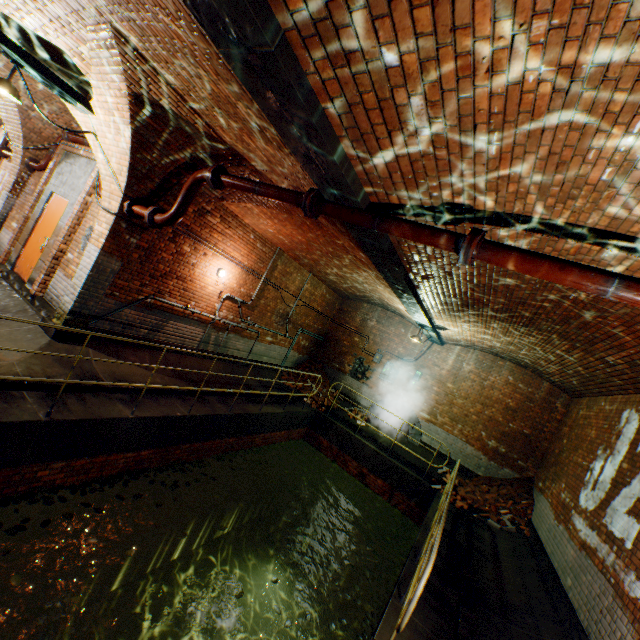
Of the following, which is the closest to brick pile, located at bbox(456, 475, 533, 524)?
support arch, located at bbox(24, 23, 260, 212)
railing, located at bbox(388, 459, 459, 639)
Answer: railing, located at bbox(388, 459, 459, 639)

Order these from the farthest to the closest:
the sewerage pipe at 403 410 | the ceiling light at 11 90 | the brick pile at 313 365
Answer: the brick pile at 313 365 → the sewerage pipe at 403 410 → the ceiling light at 11 90

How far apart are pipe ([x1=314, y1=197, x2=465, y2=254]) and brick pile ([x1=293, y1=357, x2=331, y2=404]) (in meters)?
9.52

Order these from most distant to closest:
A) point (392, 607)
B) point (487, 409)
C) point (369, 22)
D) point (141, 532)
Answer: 1. point (487, 409)
2. point (141, 532)
3. point (392, 607)
4. point (369, 22)

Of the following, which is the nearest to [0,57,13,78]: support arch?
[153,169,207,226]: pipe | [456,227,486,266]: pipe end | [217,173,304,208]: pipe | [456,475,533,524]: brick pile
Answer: [153,169,207,226]: pipe

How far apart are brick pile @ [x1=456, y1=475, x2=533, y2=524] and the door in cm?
1278

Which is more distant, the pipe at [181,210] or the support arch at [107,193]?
the support arch at [107,193]

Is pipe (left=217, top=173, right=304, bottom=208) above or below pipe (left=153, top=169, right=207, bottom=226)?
above
